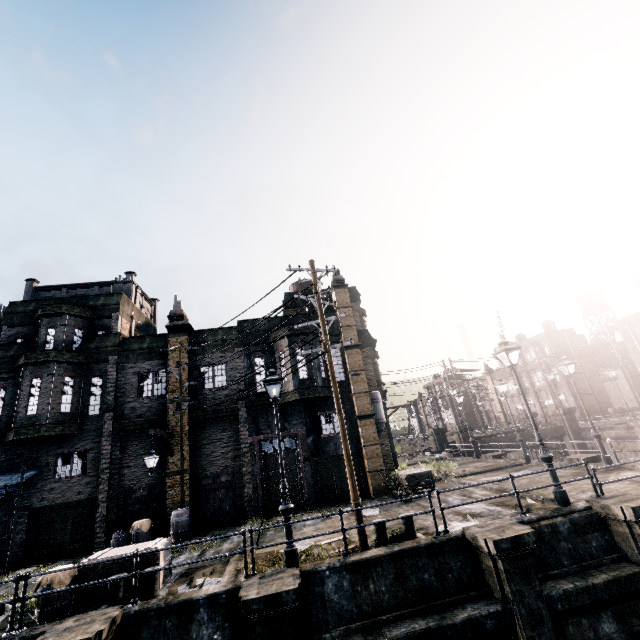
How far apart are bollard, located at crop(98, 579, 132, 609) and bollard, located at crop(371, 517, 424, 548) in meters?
6.6

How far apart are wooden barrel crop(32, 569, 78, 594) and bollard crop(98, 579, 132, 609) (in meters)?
0.95

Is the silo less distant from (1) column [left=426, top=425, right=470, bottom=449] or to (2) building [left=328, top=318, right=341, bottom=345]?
(2) building [left=328, top=318, right=341, bottom=345]

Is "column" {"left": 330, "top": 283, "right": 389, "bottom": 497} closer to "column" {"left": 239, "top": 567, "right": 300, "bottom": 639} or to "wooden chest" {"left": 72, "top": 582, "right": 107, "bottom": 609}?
"column" {"left": 239, "top": 567, "right": 300, "bottom": 639}

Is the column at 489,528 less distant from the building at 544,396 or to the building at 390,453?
the building at 390,453

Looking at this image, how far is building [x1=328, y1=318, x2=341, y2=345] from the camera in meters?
22.0 m

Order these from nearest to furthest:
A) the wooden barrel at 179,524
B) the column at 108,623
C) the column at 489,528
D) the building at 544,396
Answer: the column at 108,623 → the column at 489,528 → the wooden barrel at 179,524 → the building at 544,396

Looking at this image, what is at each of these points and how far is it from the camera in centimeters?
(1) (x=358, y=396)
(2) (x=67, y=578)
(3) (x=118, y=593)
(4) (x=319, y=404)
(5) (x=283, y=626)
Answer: (1) column, 2050cm
(2) wooden barrel, 913cm
(3) bollard, 915cm
(4) building, 2044cm
(5) column, 774cm
